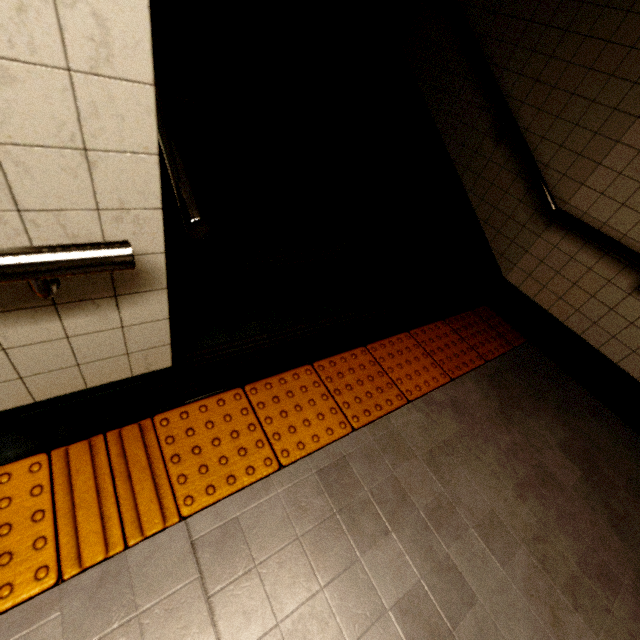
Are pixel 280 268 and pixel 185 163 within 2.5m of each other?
yes

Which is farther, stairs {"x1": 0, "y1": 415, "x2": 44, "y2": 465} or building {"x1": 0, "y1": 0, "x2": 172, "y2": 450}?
stairs {"x1": 0, "y1": 415, "x2": 44, "y2": 465}

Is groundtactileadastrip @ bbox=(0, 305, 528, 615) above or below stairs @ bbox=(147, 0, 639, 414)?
below

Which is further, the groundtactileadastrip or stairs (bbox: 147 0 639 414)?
stairs (bbox: 147 0 639 414)

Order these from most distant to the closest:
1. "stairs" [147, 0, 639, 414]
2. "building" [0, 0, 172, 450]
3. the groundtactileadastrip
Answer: "stairs" [147, 0, 639, 414]
the groundtactileadastrip
"building" [0, 0, 172, 450]

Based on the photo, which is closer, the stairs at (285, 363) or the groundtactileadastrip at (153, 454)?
the groundtactileadastrip at (153, 454)

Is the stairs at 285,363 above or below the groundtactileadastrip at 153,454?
above

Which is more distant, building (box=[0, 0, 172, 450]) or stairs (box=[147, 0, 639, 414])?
stairs (box=[147, 0, 639, 414])
